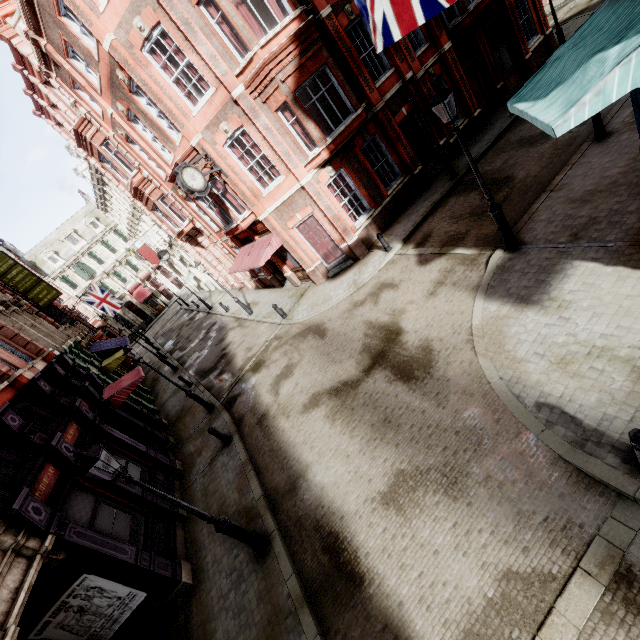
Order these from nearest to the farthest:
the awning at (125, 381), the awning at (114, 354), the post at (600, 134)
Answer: the post at (600, 134) → the awning at (125, 381) → the awning at (114, 354)

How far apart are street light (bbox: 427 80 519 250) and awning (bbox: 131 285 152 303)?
51.5m

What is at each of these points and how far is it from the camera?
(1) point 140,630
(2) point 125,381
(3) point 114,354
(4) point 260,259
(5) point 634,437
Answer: (1) tunnel, 8.25m
(2) awning, 15.15m
(3) awning, 22.80m
(4) awning, 15.66m
(5) post, 4.02m

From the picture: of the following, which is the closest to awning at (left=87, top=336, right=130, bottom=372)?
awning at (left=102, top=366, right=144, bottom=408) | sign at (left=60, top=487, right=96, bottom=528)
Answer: awning at (left=102, top=366, right=144, bottom=408)

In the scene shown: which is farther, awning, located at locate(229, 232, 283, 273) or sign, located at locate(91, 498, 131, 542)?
awning, located at locate(229, 232, 283, 273)

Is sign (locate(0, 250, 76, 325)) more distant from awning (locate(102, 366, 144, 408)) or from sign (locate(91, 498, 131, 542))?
sign (locate(91, 498, 131, 542))

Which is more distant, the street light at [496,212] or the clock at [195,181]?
the clock at [195,181]

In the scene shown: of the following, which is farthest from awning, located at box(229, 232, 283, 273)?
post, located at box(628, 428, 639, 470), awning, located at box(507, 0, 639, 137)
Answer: post, located at box(628, 428, 639, 470)
